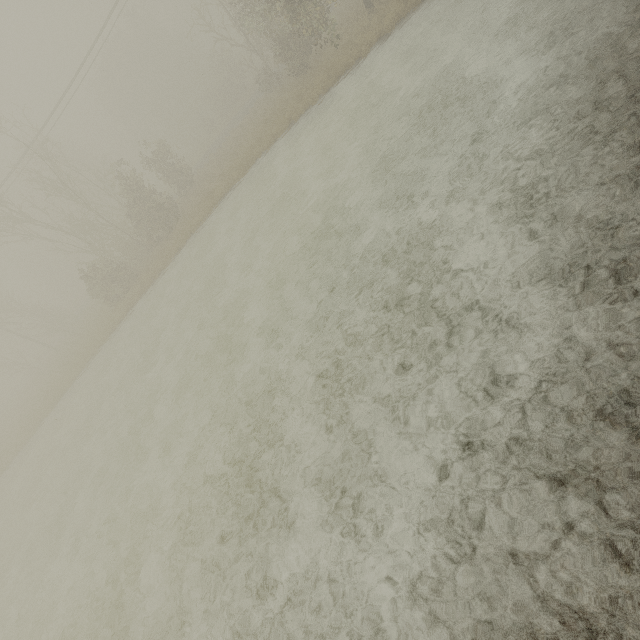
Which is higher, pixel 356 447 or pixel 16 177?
pixel 16 177
